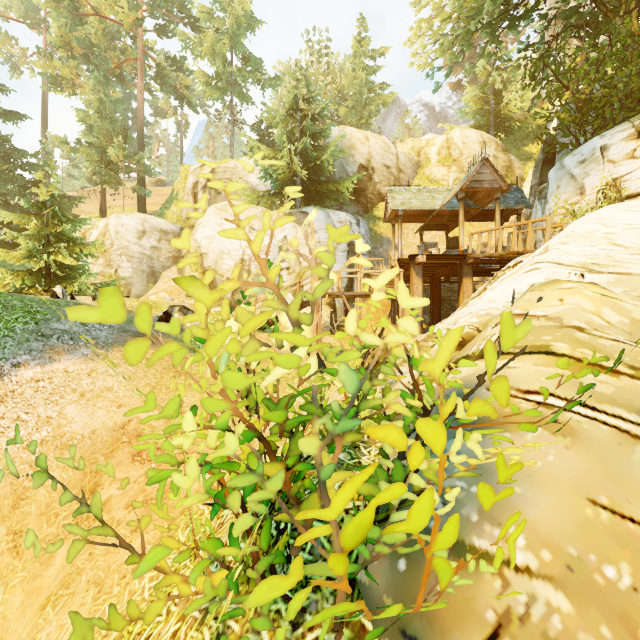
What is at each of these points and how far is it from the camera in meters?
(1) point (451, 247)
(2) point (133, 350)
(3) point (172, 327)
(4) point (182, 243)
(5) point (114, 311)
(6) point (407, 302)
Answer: (1) box, 18.6 m
(2) bush, 1.0 m
(3) bush, 2.1 m
(4) bush, 1.7 m
(5) bush, 0.9 m
(6) bush, 1.7 m

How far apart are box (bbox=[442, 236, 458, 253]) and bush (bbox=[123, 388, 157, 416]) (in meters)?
17.55

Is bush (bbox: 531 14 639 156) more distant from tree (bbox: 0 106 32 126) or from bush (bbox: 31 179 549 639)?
bush (bbox: 31 179 549 639)

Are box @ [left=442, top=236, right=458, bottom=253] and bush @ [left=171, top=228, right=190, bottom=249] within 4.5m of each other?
no

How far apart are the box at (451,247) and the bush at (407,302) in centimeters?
1755cm

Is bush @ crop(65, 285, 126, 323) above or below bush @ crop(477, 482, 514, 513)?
above

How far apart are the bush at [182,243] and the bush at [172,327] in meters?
0.4 m
